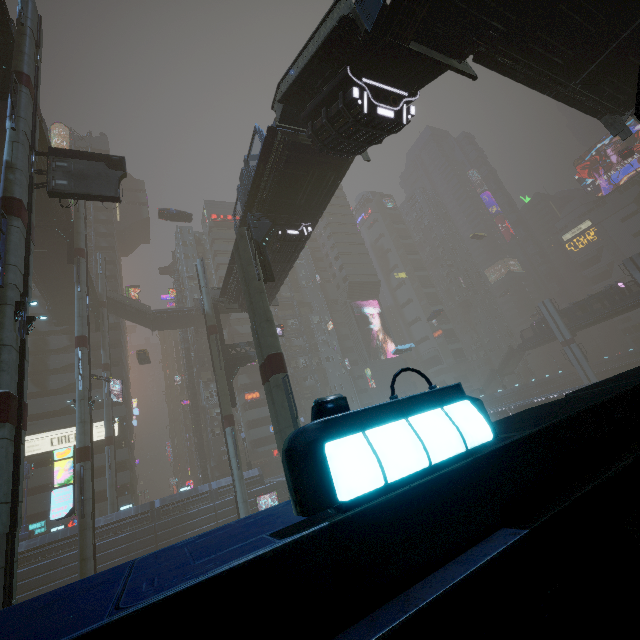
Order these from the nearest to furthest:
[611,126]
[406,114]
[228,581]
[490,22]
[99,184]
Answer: [228,581] → [490,22] → [406,114] → [99,184] → [611,126]

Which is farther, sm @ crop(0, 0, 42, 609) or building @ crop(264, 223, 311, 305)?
building @ crop(264, 223, 311, 305)

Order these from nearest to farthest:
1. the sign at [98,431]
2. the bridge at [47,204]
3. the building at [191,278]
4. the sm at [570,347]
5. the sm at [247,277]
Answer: the sm at [247,277] → the bridge at [47,204] → the sign at [98,431] → the sm at [570,347] → the building at [191,278]

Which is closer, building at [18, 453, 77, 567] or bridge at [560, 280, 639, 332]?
building at [18, 453, 77, 567]

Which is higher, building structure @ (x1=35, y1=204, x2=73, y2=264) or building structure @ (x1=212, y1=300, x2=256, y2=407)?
building structure @ (x1=35, y1=204, x2=73, y2=264)

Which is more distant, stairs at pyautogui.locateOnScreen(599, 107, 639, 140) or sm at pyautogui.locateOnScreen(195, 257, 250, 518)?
sm at pyautogui.locateOnScreen(195, 257, 250, 518)

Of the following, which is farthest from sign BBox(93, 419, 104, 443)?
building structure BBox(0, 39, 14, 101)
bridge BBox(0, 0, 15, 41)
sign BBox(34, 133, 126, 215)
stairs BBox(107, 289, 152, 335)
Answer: building structure BBox(0, 39, 14, 101)

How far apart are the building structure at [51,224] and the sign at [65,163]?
14.76m
